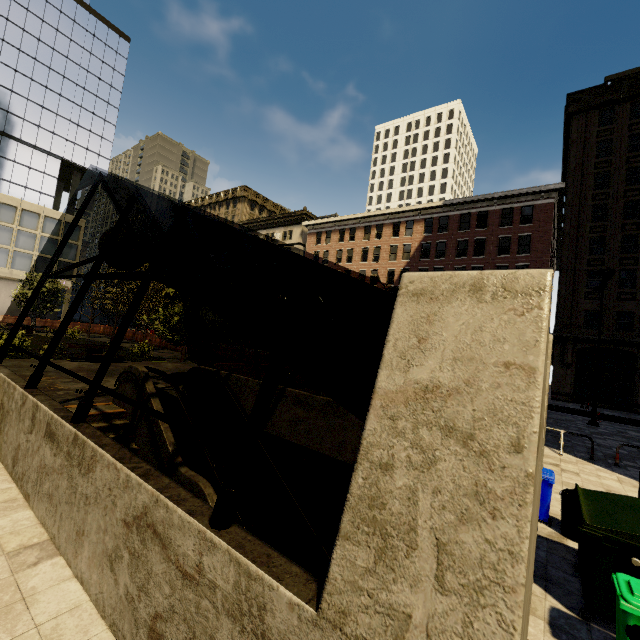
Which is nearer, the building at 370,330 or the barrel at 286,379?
the barrel at 286,379

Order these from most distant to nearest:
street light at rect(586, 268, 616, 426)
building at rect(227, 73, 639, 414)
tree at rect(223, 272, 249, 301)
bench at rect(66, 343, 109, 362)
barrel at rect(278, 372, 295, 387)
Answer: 1. building at rect(227, 73, 639, 414)
2. bench at rect(66, 343, 109, 362)
3. street light at rect(586, 268, 616, 426)
4. barrel at rect(278, 372, 295, 387)
5. tree at rect(223, 272, 249, 301)

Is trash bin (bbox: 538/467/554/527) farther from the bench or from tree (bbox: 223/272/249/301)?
the bench

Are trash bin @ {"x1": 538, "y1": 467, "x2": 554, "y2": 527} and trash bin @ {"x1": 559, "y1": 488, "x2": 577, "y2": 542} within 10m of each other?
yes

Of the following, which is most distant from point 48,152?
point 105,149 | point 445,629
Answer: point 445,629

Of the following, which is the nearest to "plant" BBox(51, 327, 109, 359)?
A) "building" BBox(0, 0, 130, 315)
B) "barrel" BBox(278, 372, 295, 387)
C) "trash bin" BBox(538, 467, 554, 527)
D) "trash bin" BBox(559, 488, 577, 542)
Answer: "barrel" BBox(278, 372, 295, 387)

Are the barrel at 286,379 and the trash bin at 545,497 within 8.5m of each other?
no
